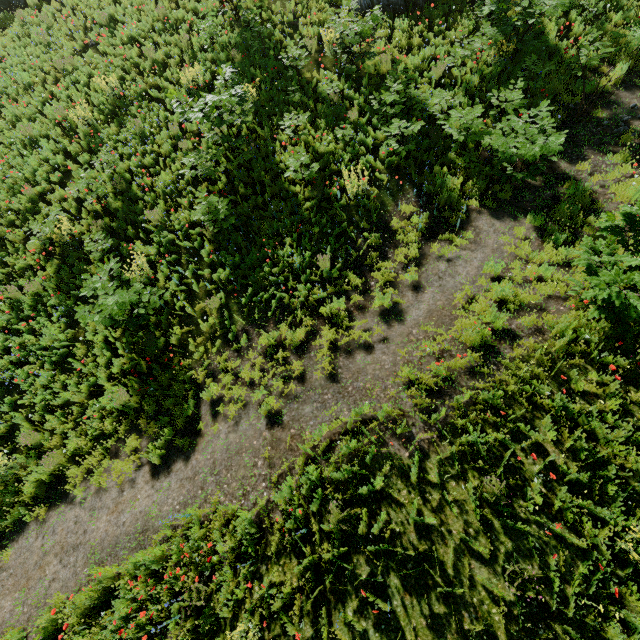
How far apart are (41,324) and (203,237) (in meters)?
4.88

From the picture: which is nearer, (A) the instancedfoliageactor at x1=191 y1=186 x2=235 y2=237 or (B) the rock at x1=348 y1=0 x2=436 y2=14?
(A) the instancedfoliageactor at x1=191 y1=186 x2=235 y2=237

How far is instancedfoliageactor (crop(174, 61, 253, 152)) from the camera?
8.57m

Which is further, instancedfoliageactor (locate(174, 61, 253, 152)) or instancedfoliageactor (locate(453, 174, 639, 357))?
instancedfoliageactor (locate(174, 61, 253, 152))

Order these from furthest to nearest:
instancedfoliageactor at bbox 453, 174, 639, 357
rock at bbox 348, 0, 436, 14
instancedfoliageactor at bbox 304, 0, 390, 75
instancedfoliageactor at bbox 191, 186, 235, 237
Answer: rock at bbox 348, 0, 436, 14
instancedfoliageactor at bbox 304, 0, 390, 75
instancedfoliageactor at bbox 191, 186, 235, 237
instancedfoliageactor at bbox 453, 174, 639, 357

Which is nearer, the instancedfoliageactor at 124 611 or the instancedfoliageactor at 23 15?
the instancedfoliageactor at 124 611

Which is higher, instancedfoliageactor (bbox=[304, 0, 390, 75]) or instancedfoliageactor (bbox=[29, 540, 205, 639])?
instancedfoliageactor (bbox=[304, 0, 390, 75])

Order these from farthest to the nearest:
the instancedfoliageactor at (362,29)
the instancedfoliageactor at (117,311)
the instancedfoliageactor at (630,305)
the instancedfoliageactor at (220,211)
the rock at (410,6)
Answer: the rock at (410,6) → the instancedfoliageactor at (362,29) → the instancedfoliageactor at (220,211) → the instancedfoliageactor at (117,311) → the instancedfoliageactor at (630,305)
